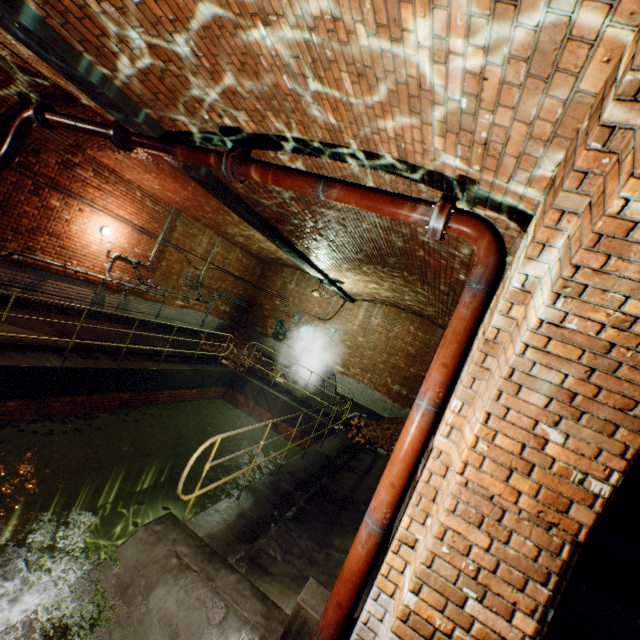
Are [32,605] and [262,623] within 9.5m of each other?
yes

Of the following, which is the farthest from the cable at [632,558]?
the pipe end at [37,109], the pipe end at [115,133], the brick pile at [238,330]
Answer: the brick pile at [238,330]

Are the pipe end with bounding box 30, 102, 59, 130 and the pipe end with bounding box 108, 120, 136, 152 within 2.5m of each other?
yes

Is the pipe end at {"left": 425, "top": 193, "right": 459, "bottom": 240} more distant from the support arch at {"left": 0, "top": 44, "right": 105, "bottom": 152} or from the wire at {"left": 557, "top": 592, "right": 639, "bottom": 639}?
the support arch at {"left": 0, "top": 44, "right": 105, "bottom": 152}

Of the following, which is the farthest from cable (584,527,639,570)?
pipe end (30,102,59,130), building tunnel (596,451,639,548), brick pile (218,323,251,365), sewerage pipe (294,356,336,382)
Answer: brick pile (218,323,251,365)

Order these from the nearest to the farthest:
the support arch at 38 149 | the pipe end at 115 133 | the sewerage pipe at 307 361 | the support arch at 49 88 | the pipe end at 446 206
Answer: the pipe end at 446 206
the pipe end at 115 133
the support arch at 49 88
the support arch at 38 149
the sewerage pipe at 307 361

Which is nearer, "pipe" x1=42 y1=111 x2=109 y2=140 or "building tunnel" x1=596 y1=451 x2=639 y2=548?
"building tunnel" x1=596 y1=451 x2=639 y2=548

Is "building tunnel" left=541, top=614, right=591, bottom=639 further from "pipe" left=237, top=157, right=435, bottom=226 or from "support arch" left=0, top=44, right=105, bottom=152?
"support arch" left=0, top=44, right=105, bottom=152
